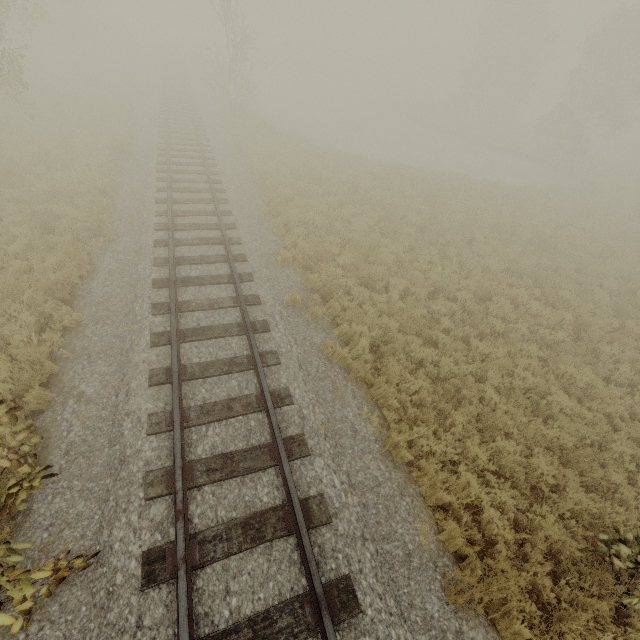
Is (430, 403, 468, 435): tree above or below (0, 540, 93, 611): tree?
below

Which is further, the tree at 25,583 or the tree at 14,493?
the tree at 14,493

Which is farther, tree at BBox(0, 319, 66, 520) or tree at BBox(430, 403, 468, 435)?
tree at BBox(430, 403, 468, 435)

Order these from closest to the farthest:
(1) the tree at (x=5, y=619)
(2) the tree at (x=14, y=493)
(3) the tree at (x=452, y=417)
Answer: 1. (1) the tree at (x=5, y=619)
2. (2) the tree at (x=14, y=493)
3. (3) the tree at (x=452, y=417)

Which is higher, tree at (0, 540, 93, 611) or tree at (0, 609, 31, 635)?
tree at (0, 609, 31, 635)

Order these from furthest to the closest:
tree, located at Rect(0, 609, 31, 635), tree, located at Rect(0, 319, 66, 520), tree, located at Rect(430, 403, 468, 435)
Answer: tree, located at Rect(430, 403, 468, 435) < tree, located at Rect(0, 319, 66, 520) < tree, located at Rect(0, 609, 31, 635)

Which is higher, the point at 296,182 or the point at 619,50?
the point at 619,50

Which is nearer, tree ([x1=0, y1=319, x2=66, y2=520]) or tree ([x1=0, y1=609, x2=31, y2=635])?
tree ([x1=0, y1=609, x2=31, y2=635])
